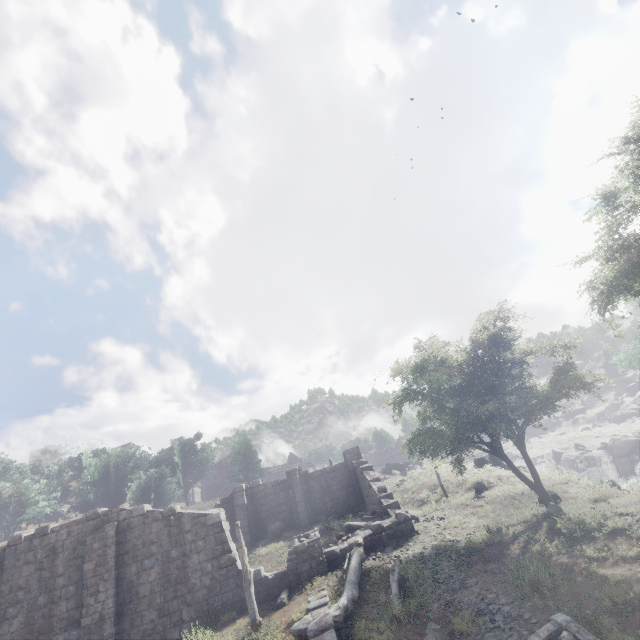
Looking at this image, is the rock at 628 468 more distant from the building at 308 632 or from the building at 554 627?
the building at 554 627

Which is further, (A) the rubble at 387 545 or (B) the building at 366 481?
(A) the rubble at 387 545

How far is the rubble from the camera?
15.21m

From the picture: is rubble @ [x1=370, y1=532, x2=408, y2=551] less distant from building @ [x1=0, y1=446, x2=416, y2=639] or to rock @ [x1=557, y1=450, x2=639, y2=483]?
building @ [x1=0, y1=446, x2=416, y2=639]

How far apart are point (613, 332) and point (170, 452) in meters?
62.3 m

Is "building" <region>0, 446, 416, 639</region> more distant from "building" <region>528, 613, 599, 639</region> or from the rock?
"building" <region>528, 613, 599, 639</region>

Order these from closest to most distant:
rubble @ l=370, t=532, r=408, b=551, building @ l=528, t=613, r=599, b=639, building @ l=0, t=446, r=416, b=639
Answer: building @ l=528, t=613, r=599, b=639 < building @ l=0, t=446, r=416, b=639 < rubble @ l=370, t=532, r=408, b=551

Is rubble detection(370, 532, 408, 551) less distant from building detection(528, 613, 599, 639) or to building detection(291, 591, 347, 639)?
building detection(291, 591, 347, 639)
